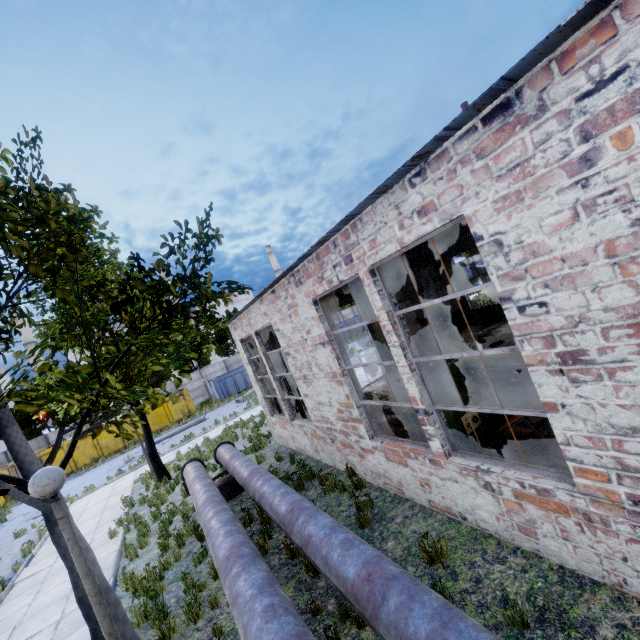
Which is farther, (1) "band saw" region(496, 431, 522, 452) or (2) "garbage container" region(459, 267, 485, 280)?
(2) "garbage container" region(459, 267, 485, 280)

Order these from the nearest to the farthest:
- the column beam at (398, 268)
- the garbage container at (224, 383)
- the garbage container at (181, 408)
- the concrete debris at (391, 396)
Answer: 1. the column beam at (398, 268)
2. the concrete debris at (391, 396)
3. the garbage container at (181, 408)
4. the garbage container at (224, 383)

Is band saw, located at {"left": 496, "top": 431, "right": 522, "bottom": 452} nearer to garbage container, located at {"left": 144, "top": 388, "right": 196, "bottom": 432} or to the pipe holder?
the pipe holder

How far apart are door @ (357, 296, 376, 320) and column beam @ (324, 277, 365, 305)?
5.90m

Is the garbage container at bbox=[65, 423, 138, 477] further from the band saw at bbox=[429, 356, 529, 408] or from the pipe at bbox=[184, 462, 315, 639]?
the band saw at bbox=[429, 356, 529, 408]

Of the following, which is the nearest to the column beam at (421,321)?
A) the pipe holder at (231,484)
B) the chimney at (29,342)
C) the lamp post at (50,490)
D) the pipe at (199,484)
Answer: the pipe at (199,484)

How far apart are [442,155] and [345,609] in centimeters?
572cm

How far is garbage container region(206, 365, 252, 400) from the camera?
30.9m
